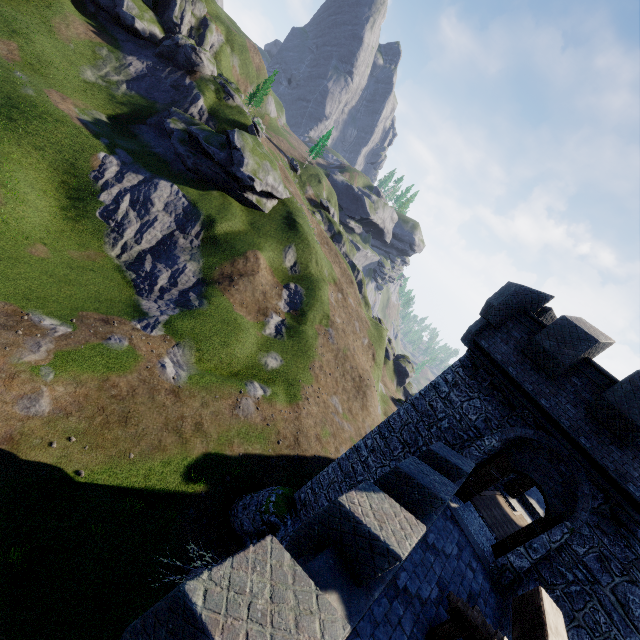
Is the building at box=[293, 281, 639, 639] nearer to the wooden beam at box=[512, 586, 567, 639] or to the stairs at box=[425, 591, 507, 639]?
the stairs at box=[425, 591, 507, 639]

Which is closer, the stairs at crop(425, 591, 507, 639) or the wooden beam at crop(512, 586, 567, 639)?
the wooden beam at crop(512, 586, 567, 639)

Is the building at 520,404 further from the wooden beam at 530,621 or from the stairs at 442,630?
the wooden beam at 530,621

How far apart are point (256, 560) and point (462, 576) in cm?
874

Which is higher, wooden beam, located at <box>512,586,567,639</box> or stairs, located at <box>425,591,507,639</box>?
wooden beam, located at <box>512,586,567,639</box>

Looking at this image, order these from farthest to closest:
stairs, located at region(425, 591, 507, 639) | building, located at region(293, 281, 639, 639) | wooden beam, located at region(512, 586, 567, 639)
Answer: building, located at region(293, 281, 639, 639), stairs, located at region(425, 591, 507, 639), wooden beam, located at region(512, 586, 567, 639)
